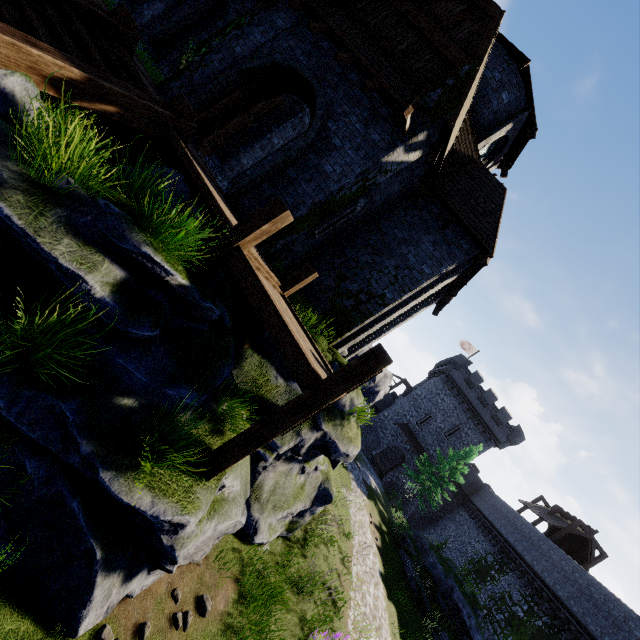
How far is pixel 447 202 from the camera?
10.3m

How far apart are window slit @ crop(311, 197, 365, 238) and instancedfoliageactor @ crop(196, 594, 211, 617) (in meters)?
8.76

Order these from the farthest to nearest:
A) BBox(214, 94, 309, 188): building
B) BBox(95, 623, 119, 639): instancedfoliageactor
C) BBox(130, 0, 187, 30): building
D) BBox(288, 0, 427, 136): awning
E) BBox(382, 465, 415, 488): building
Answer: BBox(382, 465, 415, 488): building → BBox(130, 0, 187, 30): building → BBox(214, 94, 309, 188): building → BBox(288, 0, 427, 136): awning → BBox(95, 623, 119, 639): instancedfoliageactor

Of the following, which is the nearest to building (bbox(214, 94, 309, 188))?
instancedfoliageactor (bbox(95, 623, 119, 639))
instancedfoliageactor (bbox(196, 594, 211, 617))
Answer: instancedfoliageactor (bbox(196, 594, 211, 617))

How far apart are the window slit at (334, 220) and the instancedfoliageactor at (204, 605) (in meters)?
8.76

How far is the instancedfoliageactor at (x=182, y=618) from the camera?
5.0m

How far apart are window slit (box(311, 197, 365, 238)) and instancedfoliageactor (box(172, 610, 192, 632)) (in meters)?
8.68

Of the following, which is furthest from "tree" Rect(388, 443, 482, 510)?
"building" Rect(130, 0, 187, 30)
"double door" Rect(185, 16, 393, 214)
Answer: "double door" Rect(185, 16, 393, 214)
